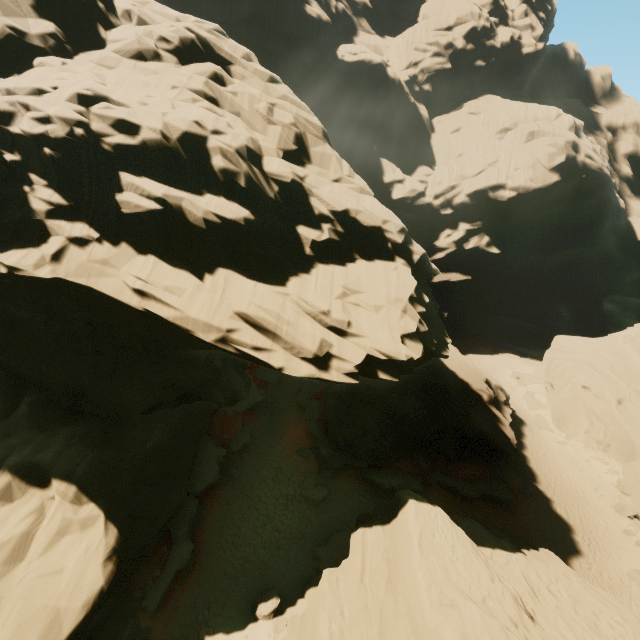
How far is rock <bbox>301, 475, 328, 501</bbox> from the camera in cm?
2289

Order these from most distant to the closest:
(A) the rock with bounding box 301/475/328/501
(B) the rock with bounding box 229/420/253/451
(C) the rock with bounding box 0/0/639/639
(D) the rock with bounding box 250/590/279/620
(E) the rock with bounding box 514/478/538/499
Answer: (E) the rock with bounding box 514/478/538/499, (B) the rock with bounding box 229/420/253/451, (A) the rock with bounding box 301/475/328/501, (D) the rock with bounding box 250/590/279/620, (C) the rock with bounding box 0/0/639/639

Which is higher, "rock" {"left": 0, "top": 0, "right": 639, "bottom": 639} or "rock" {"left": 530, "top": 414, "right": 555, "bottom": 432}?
"rock" {"left": 0, "top": 0, "right": 639, "bottom": 639}

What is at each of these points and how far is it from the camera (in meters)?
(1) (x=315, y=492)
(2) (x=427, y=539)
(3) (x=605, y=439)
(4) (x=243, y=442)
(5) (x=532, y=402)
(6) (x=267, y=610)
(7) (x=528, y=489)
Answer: (1) rock, 23.27
(2) rock, 13.27
(3) rock, 31.38
(4) rock, 26.09
(5) rock, 39.72
(6) rock, 15.02
(7) rock, 26.89

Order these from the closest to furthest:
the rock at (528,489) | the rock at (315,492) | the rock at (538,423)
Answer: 1. the rock at (315,492)
2. the rock at (528,489)
3. the rock at (538,423)

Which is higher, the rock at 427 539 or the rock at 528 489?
the rock at 427 539
